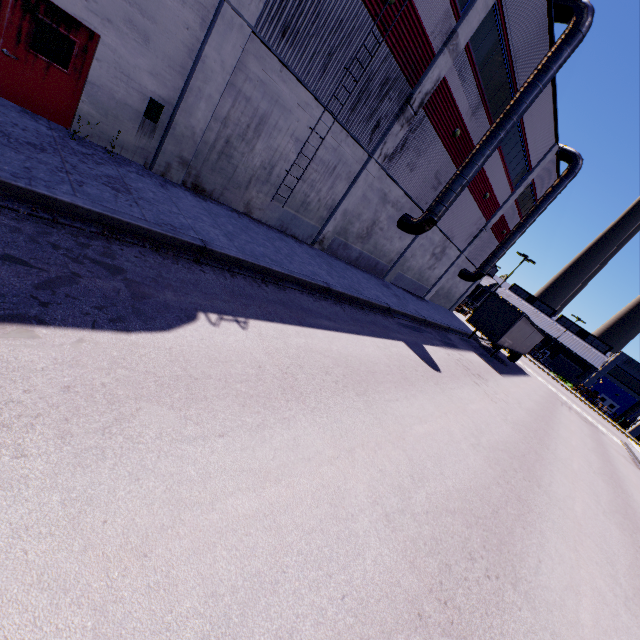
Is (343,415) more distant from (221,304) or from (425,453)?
(221,304)

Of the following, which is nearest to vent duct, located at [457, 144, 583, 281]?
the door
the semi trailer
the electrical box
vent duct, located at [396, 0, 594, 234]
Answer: the semi trailer

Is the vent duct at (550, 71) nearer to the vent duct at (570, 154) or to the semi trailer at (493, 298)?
the semi trailer at (493, 298)

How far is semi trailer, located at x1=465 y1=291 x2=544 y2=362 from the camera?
22.25m

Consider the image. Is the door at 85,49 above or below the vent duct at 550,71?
below

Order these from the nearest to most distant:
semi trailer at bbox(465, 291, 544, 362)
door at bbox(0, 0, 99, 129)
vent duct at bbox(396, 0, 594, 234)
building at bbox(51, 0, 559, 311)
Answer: door at bbox(0, 0, 99, 129), building at bbox(51, 0, 559, 311), vent duct at bbox(396, 0, 594, 234), semi trailer at bbox(465, 291, 544, 362)

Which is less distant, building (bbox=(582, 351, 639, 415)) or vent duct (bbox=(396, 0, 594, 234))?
vent duct (bbox=(396, 0, 594, 234))

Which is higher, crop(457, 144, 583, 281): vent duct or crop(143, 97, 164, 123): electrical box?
crop(457, 144, 583, 281): vent duct
